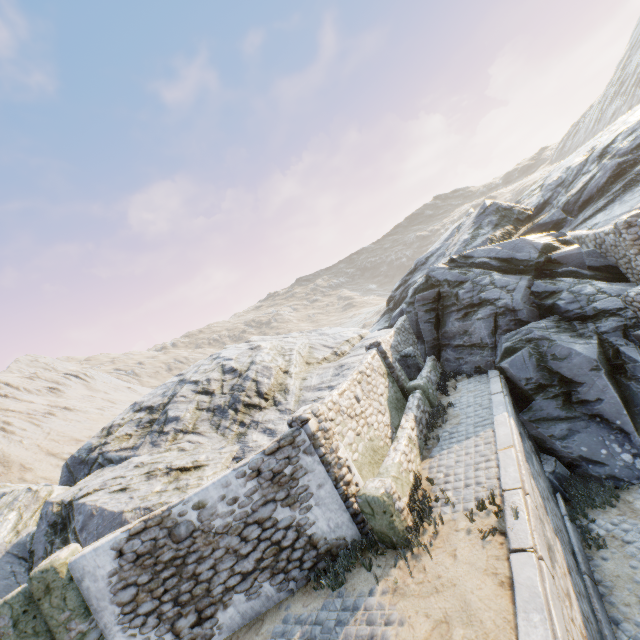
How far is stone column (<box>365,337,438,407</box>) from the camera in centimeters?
1180cm

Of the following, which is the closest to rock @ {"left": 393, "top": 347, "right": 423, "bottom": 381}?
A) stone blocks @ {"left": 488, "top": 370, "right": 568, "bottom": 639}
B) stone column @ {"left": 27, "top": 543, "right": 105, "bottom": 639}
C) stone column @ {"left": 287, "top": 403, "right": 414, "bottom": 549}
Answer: stone blocks @ {"left": 488, "top": 370, "right": 568, "bottom": 639}

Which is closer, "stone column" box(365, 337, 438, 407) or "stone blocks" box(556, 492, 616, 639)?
"stone blocks" box(556, 492, 616, 639)

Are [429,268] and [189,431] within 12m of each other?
no

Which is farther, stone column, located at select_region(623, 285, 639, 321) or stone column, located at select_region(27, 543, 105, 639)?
stone column, located at select_region(623, 285, 639, 321)

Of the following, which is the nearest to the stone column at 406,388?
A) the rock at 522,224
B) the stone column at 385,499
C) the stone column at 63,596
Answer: the rock at 522,224

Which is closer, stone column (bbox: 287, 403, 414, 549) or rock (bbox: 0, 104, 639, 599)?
stone column (bbox: 287, 403, 414, 549)

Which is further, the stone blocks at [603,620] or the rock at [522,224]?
the rock at [522,224]
